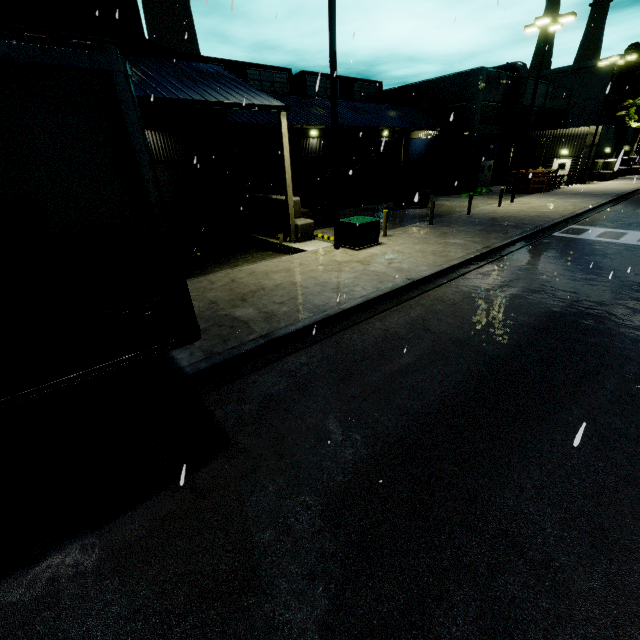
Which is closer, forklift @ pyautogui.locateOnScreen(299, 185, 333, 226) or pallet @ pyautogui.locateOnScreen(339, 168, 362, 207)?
forklift @ pyautogui.locateOnScreen(299, 185, 333, 226)

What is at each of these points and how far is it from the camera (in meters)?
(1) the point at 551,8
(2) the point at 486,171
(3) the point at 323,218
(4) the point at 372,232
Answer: (1) smokestack, 59.19
(2) door, 34.59
(3) forklift, 18.06
(4) electrical box, 13.29

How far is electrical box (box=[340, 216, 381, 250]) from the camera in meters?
12.8 m

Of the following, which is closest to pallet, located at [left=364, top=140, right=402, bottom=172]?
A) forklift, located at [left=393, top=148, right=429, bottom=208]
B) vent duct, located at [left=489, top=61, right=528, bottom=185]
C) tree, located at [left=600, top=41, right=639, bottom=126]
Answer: forklift, located at [left=393, top=148, right=429, bottom=208]

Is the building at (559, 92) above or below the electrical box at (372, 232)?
above

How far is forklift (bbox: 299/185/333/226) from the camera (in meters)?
17.25

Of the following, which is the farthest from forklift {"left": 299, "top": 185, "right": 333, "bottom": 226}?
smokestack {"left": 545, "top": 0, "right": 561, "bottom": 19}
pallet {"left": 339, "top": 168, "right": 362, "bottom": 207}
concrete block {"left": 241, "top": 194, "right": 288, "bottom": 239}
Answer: smokestack {"left": 545, "top": 0, "right": 561, "bottom": 19}

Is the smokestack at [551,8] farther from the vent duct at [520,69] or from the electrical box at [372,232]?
the electrical box at [372,232]
